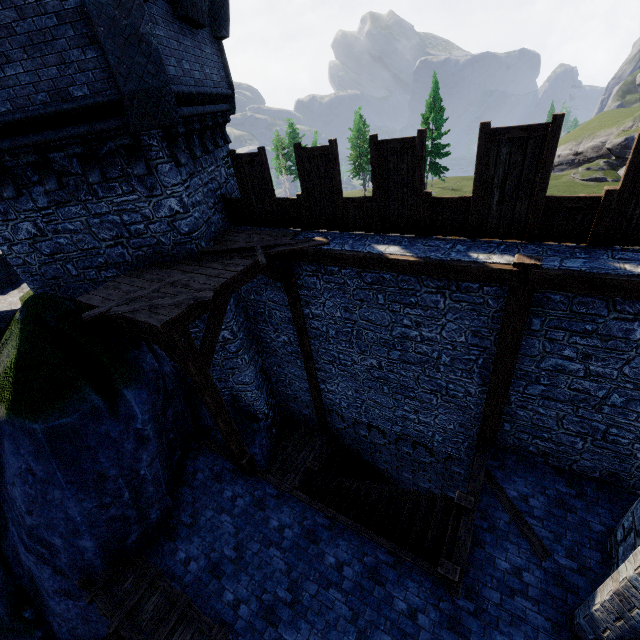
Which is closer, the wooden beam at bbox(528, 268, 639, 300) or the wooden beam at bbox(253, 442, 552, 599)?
the wooden beam at bbox(528, 268, 639, 300)

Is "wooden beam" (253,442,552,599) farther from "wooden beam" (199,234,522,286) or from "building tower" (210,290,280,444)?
"wooden beam" (199,234,522,286)

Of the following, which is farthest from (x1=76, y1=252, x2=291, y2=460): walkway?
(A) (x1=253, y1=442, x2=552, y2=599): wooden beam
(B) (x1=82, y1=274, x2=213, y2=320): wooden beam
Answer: (A) (x1=253, y1=442, x2=552, y2=599): wooden beam

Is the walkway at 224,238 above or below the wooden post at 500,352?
above

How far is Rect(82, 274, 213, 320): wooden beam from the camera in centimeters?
597cm

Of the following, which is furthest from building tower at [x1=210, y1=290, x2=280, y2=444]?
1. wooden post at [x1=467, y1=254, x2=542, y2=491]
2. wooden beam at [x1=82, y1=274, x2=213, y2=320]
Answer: wooden post at [x1=467, y1=254, x2=542, y2=491]

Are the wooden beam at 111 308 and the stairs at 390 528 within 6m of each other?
no

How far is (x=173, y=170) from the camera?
6.9 meters
